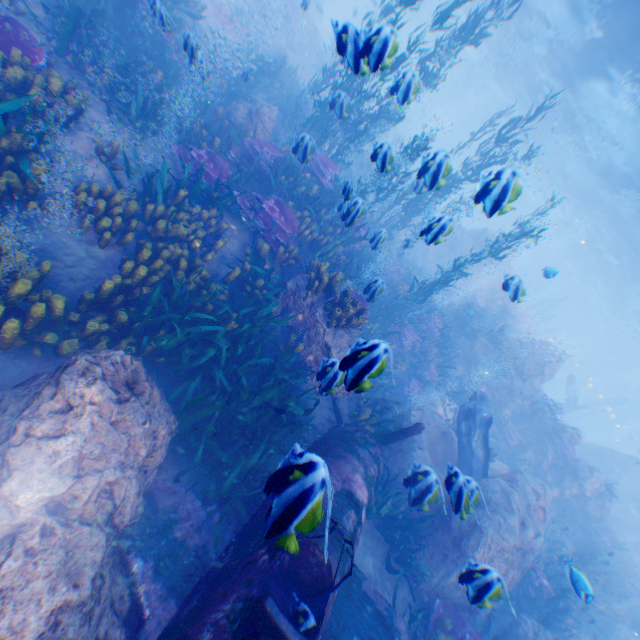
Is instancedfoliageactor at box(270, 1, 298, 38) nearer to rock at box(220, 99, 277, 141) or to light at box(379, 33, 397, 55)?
rock at box(220, 99, 277, 141)

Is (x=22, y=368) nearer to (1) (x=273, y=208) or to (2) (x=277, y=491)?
(2) (x=277, y=491)

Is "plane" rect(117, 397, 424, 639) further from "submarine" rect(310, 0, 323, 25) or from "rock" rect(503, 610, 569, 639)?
"submarine" rect(310, 0, 323, 25)

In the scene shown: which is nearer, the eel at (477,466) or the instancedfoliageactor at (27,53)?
the instancedfoliageactor at (27,53)

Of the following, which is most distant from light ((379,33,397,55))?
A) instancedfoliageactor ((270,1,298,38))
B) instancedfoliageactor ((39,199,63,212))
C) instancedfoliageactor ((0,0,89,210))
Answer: instancedfoliageactor ((39,199,63,212))

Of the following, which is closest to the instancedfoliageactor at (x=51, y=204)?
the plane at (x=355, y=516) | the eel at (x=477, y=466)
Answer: the plane at (x=355, y=516)

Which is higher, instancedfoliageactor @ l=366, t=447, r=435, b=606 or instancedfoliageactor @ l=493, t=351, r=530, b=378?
instancedfoliageactor @ l=493, t=351, r=530, b=378

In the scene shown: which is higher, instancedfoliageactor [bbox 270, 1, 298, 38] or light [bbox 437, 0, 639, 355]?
light [bbox 437, 0, 639, 355]
